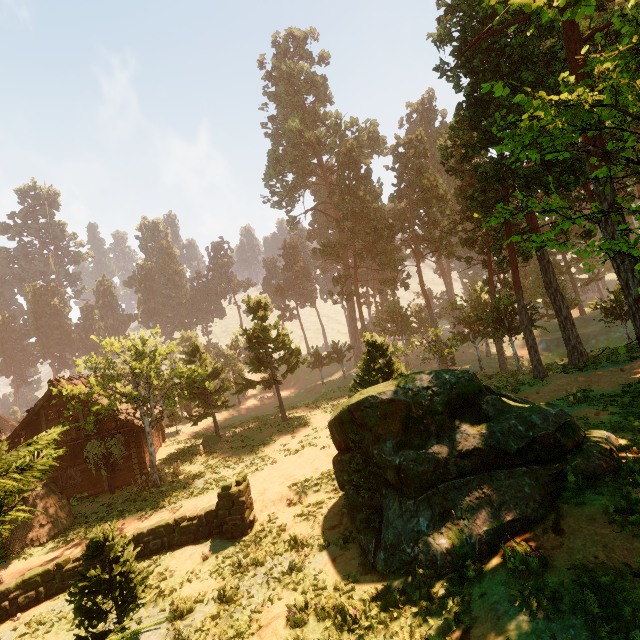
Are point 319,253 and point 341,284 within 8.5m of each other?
yes

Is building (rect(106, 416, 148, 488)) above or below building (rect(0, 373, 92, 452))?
below

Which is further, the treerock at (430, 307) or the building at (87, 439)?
the building at (87, 439)

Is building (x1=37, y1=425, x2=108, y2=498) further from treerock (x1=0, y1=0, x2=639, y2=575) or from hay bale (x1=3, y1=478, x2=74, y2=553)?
hay bale (x1=3, y1=478, x2=74, y2=553)

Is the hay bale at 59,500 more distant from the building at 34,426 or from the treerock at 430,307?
the building at 34,426

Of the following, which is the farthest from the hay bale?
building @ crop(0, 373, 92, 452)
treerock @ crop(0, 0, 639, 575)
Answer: building @ crop(0, 373, 92, 452)

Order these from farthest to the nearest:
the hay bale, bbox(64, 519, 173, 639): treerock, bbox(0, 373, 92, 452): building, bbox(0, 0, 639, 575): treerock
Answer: bbox(0, 373, 92, 452): building, the hay bale, bbox(64, 519, 173, 639): treerock, bbox(0, 0, 639, 575): treerock

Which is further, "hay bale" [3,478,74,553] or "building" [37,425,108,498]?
"building" [37,425,108,498]
